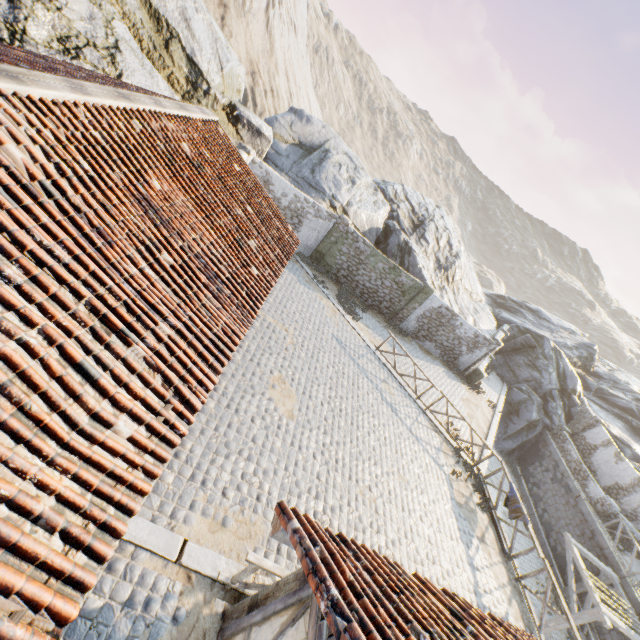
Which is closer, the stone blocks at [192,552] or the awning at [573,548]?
the stone blocks at [192,552]

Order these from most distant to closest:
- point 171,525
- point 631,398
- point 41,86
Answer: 1. point 631,398
2. point 171,525
3. point 41,86

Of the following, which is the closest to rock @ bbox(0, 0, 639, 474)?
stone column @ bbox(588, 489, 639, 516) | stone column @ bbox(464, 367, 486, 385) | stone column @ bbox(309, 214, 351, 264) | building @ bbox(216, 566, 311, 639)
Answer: stone column @ bbox(309, 214, 351, 264)

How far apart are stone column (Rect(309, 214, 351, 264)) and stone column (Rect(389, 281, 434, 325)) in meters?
5.5 m

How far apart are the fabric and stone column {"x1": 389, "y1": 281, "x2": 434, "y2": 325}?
9.9m

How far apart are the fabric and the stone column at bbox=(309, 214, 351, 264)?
13.5m

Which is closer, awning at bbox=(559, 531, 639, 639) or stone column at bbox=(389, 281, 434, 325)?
awning at bbox=(559, 531, 639, 639)

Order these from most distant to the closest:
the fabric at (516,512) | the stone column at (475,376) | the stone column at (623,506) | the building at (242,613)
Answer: the stone column at (475,376)
the stone column at (623,506)
the fabric at (516,512)
the building at (242,613)
